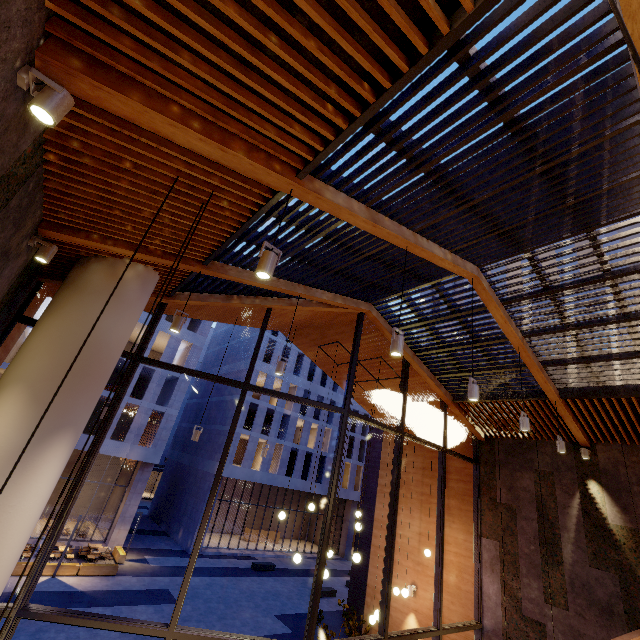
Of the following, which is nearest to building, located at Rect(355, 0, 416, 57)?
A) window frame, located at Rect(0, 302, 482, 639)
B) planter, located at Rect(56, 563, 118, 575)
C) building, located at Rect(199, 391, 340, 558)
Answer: window frame, located at Rect(0, 302, 482, 639)

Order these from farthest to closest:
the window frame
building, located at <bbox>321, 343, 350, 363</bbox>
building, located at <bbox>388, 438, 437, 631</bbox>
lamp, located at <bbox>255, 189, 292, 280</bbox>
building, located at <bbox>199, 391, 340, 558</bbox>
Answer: building, located at <bbox>199, 391, 340, 558</bbox>
building, located at <bbox>321, 343, 350, 363</bbox>
building, located at <bbox>388, 438, 437, 631</bbox>
the window frame
lamp, located at <bbox>255, 189, 292, 280</bbox>

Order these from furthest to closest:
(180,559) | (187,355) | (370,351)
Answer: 1. (187,355)
2. (180,559)
3. (370,351)

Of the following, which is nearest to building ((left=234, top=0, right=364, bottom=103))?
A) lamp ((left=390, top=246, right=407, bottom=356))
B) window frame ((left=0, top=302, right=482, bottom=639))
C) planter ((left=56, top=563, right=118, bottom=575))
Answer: window frame ((left=0, top=302, right=482, bottom=639))

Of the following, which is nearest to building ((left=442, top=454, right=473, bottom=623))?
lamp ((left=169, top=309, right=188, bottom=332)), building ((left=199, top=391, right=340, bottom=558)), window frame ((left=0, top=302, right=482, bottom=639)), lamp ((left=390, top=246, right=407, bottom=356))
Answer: window frame ((left=0, top=302, right=482, bottom=639))

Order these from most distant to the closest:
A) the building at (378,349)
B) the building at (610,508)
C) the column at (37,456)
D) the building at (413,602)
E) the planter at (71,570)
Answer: the planter at (71,570), the building at (413,602), the building at (378,349), the building at (610,508), the column at (37,456)

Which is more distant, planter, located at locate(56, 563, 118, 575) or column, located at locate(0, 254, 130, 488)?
planter, located at locate(56, 563, 118, 575)

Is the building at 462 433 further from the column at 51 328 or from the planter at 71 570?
the planter at 71 570
